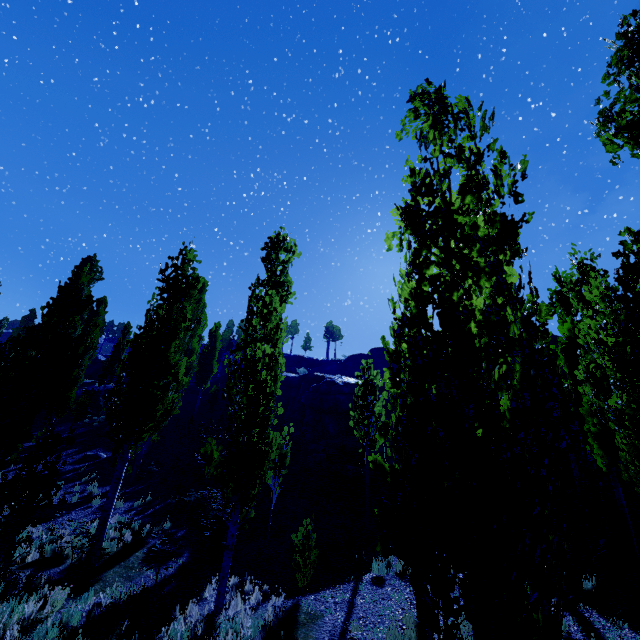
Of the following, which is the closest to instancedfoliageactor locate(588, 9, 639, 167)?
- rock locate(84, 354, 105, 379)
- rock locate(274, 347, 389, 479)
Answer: rock locate(84, 354, 105, 379)

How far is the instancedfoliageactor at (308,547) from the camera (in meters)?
8.72

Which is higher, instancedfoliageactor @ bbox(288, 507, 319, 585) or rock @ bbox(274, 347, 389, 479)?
rock @ bbox(274, 347, 389, 479)

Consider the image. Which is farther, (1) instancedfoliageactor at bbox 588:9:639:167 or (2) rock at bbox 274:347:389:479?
(2) rock at bbox 274:347:389:479

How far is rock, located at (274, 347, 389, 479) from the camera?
19.8 meters

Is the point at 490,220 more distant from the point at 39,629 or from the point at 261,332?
the point at 39,629

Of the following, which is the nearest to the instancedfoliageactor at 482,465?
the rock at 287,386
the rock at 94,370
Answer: the rock at 94,370

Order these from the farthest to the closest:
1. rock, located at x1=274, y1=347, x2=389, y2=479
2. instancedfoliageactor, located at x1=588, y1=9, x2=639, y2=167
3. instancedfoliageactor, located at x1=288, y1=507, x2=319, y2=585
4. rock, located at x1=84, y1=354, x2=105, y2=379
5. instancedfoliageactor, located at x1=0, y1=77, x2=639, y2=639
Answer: rock, located at x1=84, y1=354, x2=105, y2=379 < rock, located at x1=274, y1=347, x2=389, y2=479 < instancedfoliageactor, located at x1=288, y1=507, x2=319, y2=585 < instancedfoliageactor, located at x1=588, y1=9, x2=639, y2=167 < instancedfoliageactor, located at x1=0, y1=77, x2=639, y2=639
